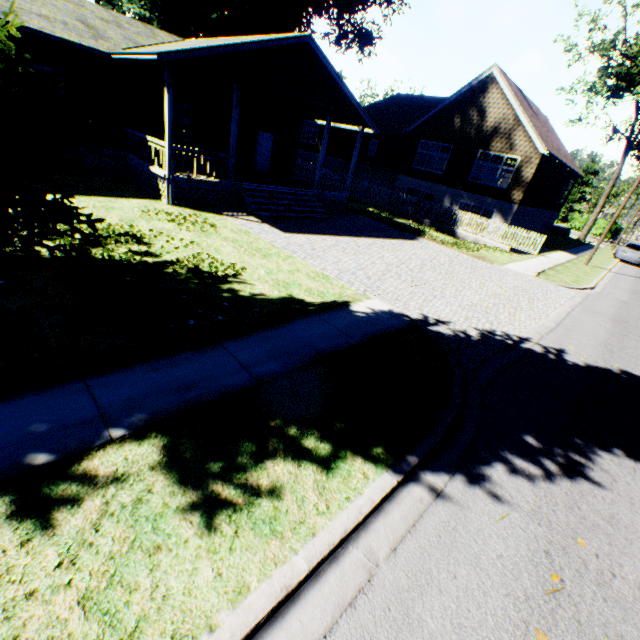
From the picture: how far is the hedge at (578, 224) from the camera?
51.1m

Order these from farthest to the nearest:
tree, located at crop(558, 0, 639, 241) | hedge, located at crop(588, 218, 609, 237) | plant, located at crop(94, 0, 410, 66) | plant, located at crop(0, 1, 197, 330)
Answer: hedge, located at crop(588, 218, 609, 237)
tree, located at crop(558, 0, 639, 241)
plant, located at crop(94, 0, 410, 66)
plant, located at crop(0, 1, 197, 330)

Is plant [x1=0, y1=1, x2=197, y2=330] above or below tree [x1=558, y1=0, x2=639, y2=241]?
below

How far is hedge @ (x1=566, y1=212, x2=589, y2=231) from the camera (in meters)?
51.09

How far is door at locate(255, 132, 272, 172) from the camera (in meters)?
18.81

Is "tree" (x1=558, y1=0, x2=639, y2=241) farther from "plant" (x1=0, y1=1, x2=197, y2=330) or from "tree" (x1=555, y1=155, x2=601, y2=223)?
"plant" (x1=0, y1=1, x2=197, y2=330)

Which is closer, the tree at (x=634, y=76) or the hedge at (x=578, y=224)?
the tree at (x=634, y=76)

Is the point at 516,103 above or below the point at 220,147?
above
